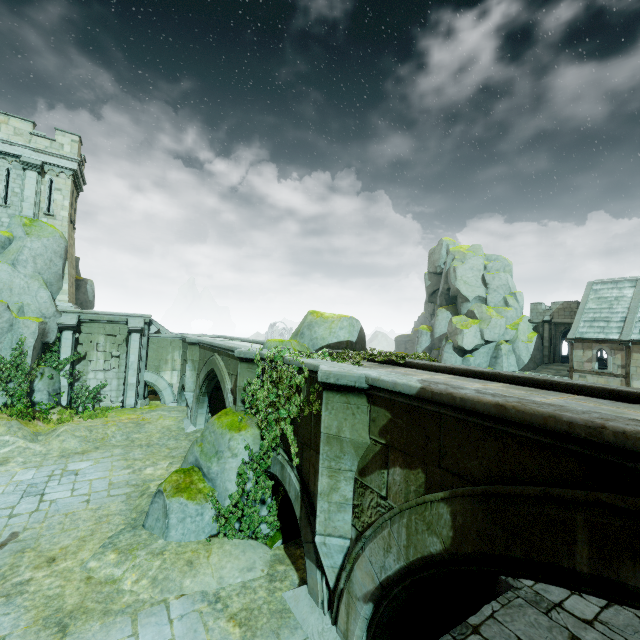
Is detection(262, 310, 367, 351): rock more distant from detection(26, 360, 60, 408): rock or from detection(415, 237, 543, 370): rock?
detection(415, 237, 543, 370): rock

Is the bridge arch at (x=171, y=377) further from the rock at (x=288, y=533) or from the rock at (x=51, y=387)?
the rock at (x=288, y=533)

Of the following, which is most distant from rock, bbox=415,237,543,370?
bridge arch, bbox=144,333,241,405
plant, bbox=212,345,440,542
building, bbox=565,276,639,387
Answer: plant, bbox=212,345,440,542

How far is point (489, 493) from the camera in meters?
3.7 m

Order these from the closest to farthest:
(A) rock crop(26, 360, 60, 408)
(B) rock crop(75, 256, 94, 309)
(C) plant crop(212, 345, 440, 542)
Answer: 1. (C) plant crop(212, 345, 440, 542)
2. (A) rock crop(26, 360, 60, 408)
3. (B) rock crop(75, 256, 94, 309)

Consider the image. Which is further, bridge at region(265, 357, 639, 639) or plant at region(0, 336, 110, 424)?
plant at region(0, 336, 110, 424)

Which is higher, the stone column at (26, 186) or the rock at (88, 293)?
the stone column at (26, 186)
